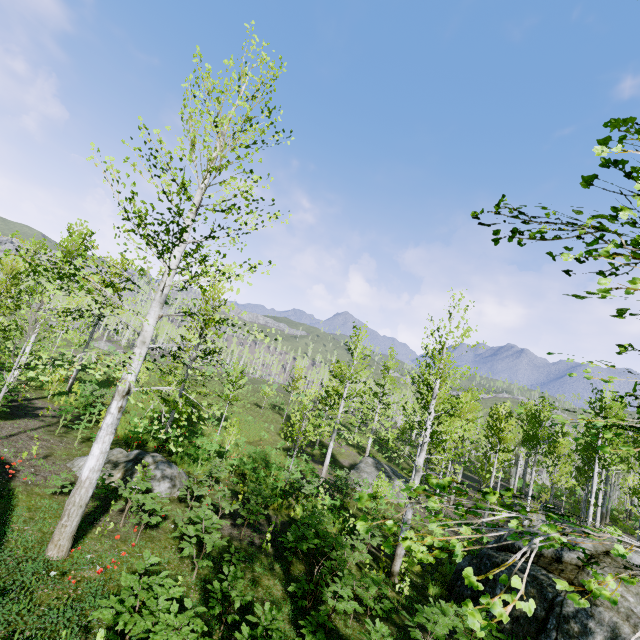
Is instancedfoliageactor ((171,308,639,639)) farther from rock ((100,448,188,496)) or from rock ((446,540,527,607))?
rock ((100,448,188,496))

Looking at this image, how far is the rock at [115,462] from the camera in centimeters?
1013cm

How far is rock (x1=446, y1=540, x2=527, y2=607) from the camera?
9.7m

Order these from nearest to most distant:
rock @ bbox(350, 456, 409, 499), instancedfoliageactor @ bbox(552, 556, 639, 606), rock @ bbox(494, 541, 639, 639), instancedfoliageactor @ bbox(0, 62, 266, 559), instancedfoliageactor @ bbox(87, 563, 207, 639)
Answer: instancedfoliageactor @ bbox(552, 556, 639, 606)
instancedfoliageactor @ bbox(87, 563, 207, 639)
instancedfoliageactor @ bbox(0, 62, 266, 559)
rock @ bbox(494, 541, 639, 639)
rock @ bbox(350, 456, 409, 499)

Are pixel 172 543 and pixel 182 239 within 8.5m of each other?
yes

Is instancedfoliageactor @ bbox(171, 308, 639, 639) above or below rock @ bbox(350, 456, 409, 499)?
above

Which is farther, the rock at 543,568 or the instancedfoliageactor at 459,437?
the rock at 543,568

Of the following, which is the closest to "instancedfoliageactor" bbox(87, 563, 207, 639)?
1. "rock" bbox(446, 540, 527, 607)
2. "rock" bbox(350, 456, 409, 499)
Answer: "rock" bbox(446, 540, 527, 607)
